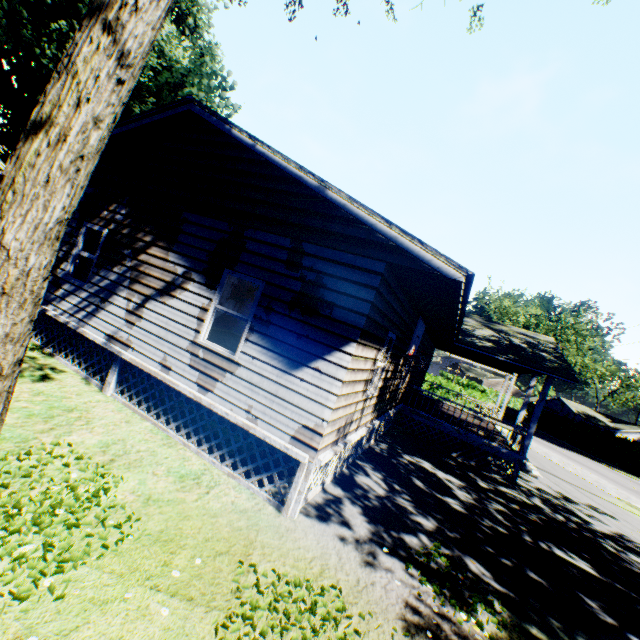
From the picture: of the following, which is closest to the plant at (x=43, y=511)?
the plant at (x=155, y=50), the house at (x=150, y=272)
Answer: the plant at (x=155, y=50)

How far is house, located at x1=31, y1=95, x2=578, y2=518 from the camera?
5.40m

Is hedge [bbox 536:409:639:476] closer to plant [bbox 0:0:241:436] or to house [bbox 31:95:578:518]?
house [bbox 31:95:578:518]

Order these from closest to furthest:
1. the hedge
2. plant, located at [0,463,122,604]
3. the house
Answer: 1. plant, located at [0,463,122,604]
2. the house
3. the hedge

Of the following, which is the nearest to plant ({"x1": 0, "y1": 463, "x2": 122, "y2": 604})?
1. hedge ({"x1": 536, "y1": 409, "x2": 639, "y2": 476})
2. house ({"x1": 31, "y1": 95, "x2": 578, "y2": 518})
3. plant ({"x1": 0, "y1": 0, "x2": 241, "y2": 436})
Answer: plant ({"x1": 0, "y1": 0, "x2": 241, "y2": 436})

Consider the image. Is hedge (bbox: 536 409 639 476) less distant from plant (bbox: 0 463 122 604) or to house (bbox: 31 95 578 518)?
house (bbox: 31 95 578 518)

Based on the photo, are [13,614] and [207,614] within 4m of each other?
yes

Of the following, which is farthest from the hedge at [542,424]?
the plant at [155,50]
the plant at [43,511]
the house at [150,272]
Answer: the plant at [155,50]
